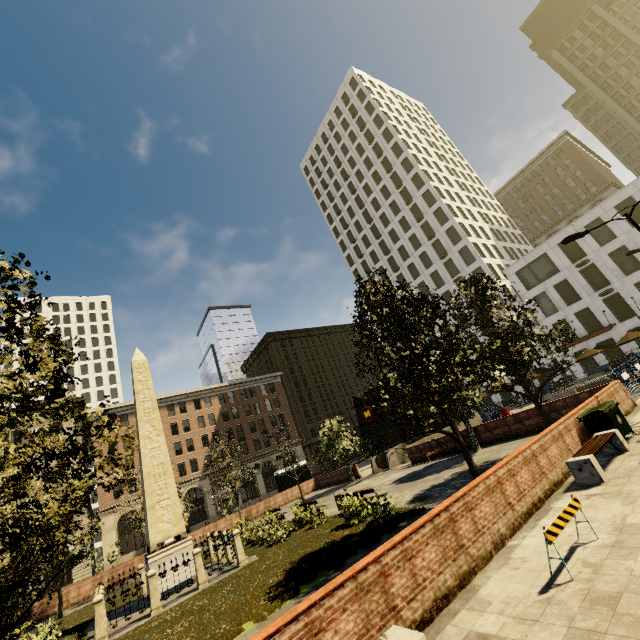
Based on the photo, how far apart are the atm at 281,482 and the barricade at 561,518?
32.24m

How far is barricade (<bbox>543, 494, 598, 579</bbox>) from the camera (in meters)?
5.04

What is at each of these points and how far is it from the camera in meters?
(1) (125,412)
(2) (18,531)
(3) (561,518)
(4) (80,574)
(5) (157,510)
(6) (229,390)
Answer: (1) building, 47.0
(2) tree, 6.1
(3) barricade, 5.4
(4) building, 36.8
(5) obelisk, 15.0
(6) building, 56.3

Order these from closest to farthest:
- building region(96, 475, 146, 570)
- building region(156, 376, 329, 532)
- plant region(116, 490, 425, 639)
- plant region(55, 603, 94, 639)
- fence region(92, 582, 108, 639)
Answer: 1. plant region(116, 490, 425, 639)
2. fence region(92, 582, 108, 639)
3. plant region(55, 603, 94, 639)
4. building region(96, 475, 146, 570)
5. building region(156, 376, 329, 532)

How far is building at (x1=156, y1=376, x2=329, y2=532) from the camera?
47.16m

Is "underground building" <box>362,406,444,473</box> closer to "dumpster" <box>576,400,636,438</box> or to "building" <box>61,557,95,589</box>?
"dumpster" <box>576,400,636,438</box>

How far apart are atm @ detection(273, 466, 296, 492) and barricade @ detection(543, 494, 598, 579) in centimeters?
3224cm

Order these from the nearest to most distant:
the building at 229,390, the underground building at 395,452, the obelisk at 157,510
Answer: the obelisk at 157,510 → the underground building at 395,452 → the building at 229,390
